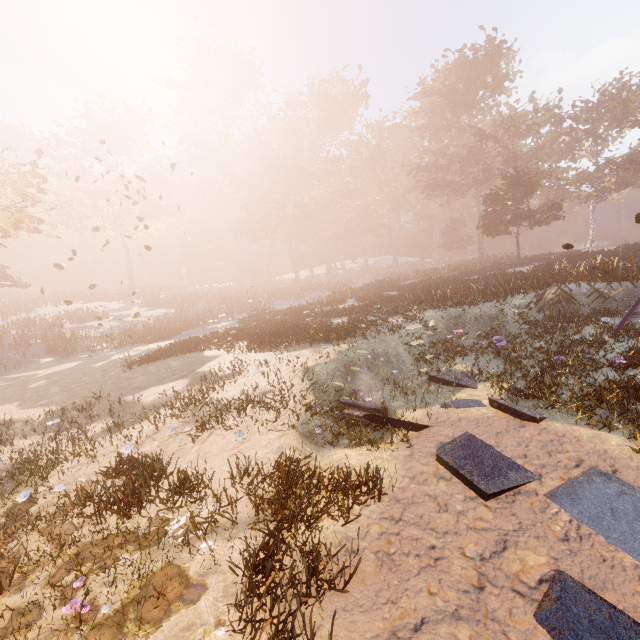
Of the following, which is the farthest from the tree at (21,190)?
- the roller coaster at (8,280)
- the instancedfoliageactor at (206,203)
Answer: the instancedfoliageactor at (206,203)

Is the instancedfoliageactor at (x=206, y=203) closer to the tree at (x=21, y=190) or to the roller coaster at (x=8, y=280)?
the tree at (x=21, y=190)

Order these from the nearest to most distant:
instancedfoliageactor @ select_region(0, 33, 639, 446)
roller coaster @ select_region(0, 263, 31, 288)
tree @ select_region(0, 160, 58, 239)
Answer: instancedfoliageactor @ select_region(0, 33, 639, 446) < tree @ select_region(0, 160, 58, 239) < roller coaster @ select_region(0, 263, 31, 288)

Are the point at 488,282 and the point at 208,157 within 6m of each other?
no

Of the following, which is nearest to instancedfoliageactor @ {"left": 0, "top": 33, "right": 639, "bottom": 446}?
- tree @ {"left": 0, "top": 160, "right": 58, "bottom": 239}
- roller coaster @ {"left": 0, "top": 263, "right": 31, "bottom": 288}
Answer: tree @ {"left": 0, "top": 160, "right": 58, "bottom": 239}

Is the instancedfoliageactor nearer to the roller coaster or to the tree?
the tree
